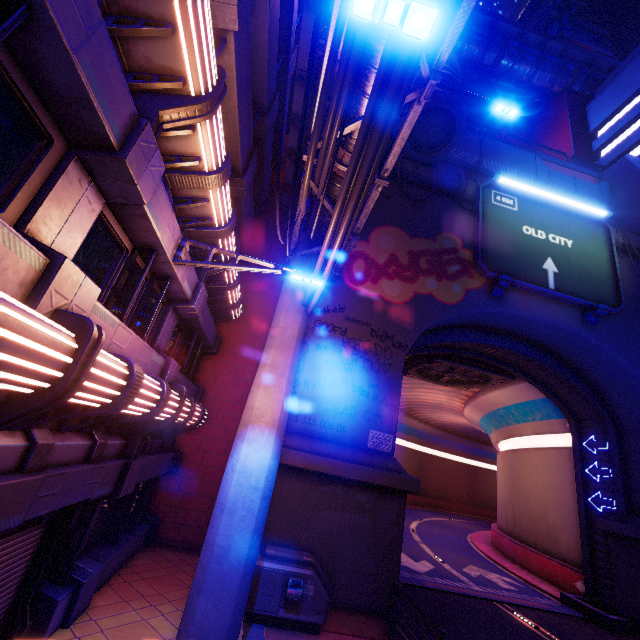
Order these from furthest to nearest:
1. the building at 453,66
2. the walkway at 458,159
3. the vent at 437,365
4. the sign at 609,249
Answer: the walkway at 458,159
the vent at 437,365
the sign at 609,249
the building at 453,66

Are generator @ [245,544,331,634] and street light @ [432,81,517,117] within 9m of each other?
no

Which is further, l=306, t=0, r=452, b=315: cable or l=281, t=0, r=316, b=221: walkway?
l=281, t=0, r=316, b=221: walkway

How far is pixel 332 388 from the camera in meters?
12.1 m

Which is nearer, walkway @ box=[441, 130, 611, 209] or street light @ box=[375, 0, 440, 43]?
street light @ box=[375, 0, 440, 43]

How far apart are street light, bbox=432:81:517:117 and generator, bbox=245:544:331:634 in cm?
1420

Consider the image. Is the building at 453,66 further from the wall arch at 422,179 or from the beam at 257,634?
the beam at 257,634

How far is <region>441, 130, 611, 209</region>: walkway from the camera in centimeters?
2050cm
